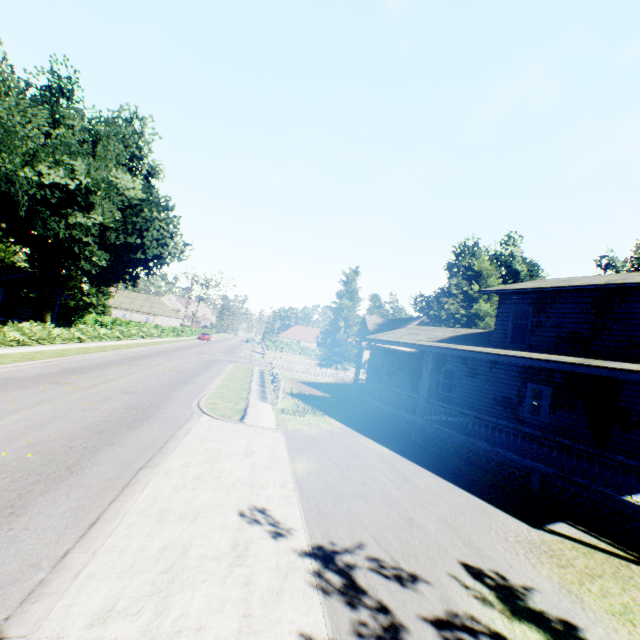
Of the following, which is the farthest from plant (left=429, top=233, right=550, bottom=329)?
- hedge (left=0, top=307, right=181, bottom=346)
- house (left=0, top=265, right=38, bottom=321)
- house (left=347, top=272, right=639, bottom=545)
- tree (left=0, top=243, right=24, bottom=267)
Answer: house (left=0, top=265, right=38, bottom=321)

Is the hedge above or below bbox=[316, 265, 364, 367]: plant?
below

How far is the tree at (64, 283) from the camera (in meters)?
49.16

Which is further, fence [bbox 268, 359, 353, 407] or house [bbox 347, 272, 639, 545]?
fence [bbox 268, 359, 353, 407]

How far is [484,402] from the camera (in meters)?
17.20

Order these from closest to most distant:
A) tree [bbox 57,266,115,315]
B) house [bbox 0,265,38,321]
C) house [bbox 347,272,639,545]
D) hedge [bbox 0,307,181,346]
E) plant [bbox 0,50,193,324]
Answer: house [bbox 347,272,639,545] < hedge [bbox 0,307,181,346] < plant [bbox 0,50,193,324] < house [bbox 0,265,38,321] < tree [bbox 57,266,115,315]

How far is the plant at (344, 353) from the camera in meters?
47.3 m

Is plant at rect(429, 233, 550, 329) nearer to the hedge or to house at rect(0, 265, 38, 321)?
the hedge
